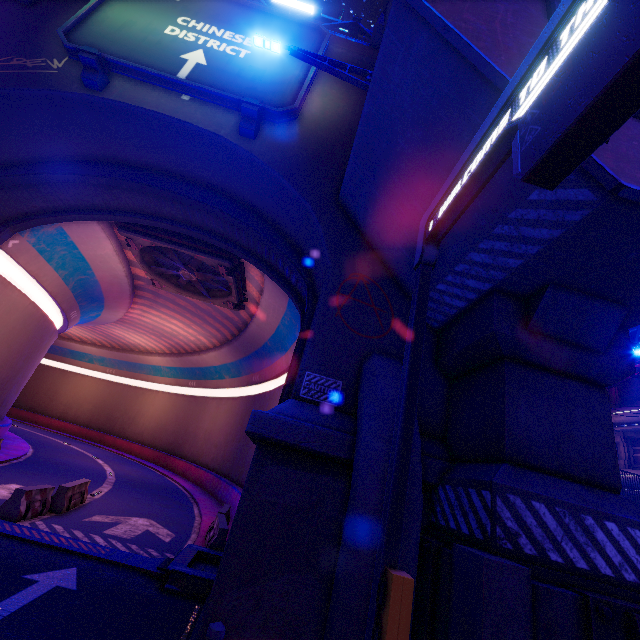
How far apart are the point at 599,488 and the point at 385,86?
8.42m

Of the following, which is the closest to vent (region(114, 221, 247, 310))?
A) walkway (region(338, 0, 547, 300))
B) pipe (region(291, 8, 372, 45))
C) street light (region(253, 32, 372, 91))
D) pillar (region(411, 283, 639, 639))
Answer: walkway (region(338, 0, 547, 300))

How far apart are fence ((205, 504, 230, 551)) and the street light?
13.6m

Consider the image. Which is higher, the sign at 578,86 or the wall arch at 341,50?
the wall arch at 341,50

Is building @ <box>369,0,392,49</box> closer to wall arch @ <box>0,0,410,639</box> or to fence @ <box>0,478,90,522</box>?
wall arch @ <box>0,0,410,639</box>

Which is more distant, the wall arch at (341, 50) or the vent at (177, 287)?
the vent at (177, 287)

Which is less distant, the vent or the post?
the post

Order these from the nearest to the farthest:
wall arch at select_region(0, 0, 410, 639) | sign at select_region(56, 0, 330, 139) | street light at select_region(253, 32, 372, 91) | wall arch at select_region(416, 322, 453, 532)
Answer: wall arch at select_region(0, 0, 410, 639) < wall arch at select_region(416, 322, 453, 532) < street light at select_region(253, 32, 372, 91) < sign at select_region(56, 0, 330, 139)
